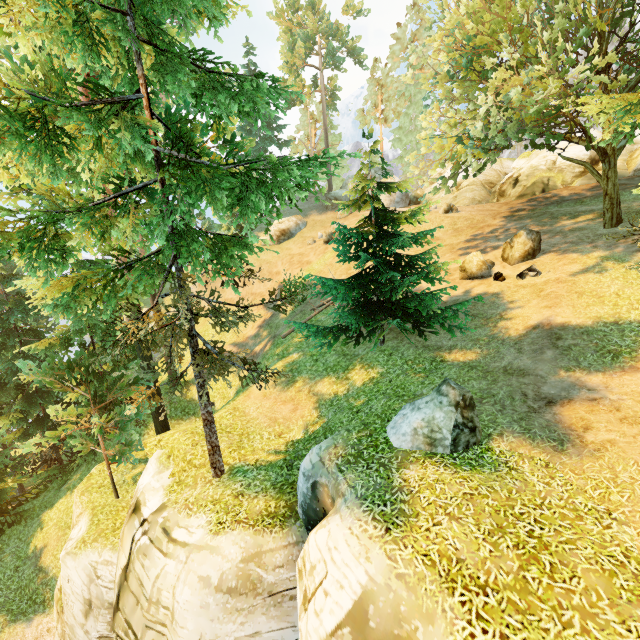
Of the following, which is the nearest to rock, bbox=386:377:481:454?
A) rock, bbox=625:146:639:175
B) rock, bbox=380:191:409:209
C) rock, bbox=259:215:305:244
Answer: rock, bbox=625:146:639:175

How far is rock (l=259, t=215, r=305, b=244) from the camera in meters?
34.3 m

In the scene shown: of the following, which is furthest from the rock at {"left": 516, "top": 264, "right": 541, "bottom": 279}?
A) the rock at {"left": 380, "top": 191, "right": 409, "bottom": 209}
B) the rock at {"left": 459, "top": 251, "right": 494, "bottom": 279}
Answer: the rock at {"left": 380, "top": 191, "right": 409, "bottom": 209}

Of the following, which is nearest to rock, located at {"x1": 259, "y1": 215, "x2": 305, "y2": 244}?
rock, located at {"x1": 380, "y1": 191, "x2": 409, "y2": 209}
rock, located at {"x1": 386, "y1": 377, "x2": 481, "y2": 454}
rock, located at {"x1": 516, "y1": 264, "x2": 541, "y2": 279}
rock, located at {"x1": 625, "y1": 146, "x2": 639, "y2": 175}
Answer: rock, located at {"x1": 380, "y1": 191, "x2": 409, "y2": 209}

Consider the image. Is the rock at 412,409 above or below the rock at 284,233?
below

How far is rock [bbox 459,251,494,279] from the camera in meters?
16.6

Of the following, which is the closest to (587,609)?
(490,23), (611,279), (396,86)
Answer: (611,279)

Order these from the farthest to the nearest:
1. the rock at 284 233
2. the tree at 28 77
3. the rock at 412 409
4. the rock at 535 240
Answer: the rock at 284 233
the rock at 535 240
the rock at 412 409
the tree at 28 77
